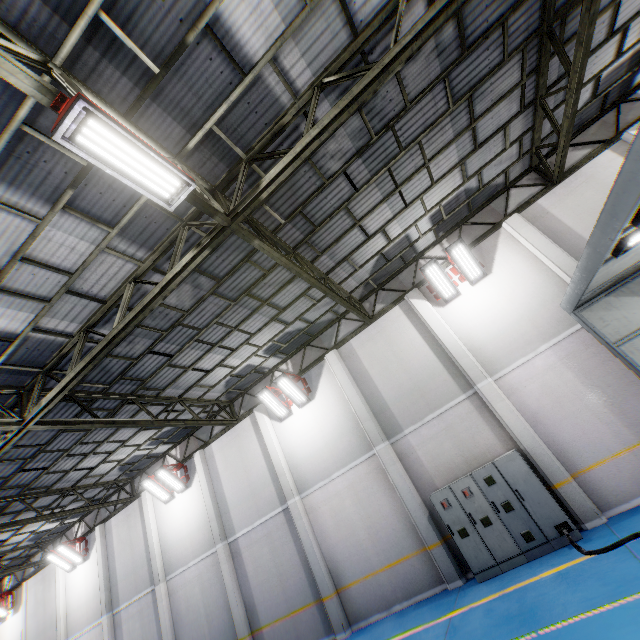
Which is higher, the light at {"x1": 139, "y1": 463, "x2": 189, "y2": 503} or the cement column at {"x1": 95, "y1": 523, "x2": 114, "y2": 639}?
the light at {"x1": 139, "y1": 463, "x2": 189, "y2": 503}

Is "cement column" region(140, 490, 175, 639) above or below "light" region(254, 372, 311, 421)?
below

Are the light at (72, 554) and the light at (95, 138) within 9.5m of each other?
no

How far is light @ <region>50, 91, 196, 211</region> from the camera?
3.7m

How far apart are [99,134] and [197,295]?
5.2 meters

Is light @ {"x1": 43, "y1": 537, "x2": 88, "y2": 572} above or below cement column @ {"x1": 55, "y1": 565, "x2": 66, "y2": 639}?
above

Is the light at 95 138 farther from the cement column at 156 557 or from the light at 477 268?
the cement column at 156 557

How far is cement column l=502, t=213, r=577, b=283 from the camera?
9.5m
